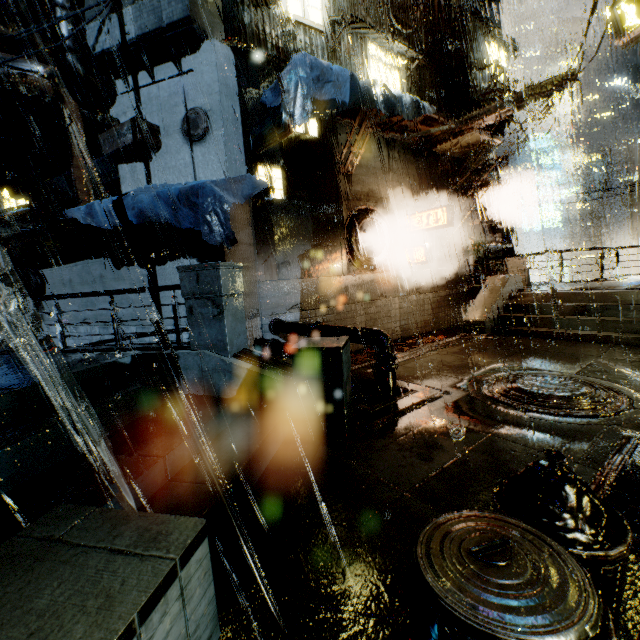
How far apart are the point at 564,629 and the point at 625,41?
15.7m

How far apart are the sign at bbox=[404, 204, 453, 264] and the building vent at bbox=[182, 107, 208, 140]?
8.35m

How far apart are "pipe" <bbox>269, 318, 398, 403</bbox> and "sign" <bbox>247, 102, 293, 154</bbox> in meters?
4.9

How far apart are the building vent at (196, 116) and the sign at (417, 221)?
8.4 meters

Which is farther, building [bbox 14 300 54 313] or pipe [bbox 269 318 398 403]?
building [bbox 14 300 54 313]

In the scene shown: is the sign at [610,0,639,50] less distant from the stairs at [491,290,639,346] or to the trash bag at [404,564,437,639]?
the stairs at [491,290,639,346]

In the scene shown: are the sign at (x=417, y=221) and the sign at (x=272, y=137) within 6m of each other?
no
